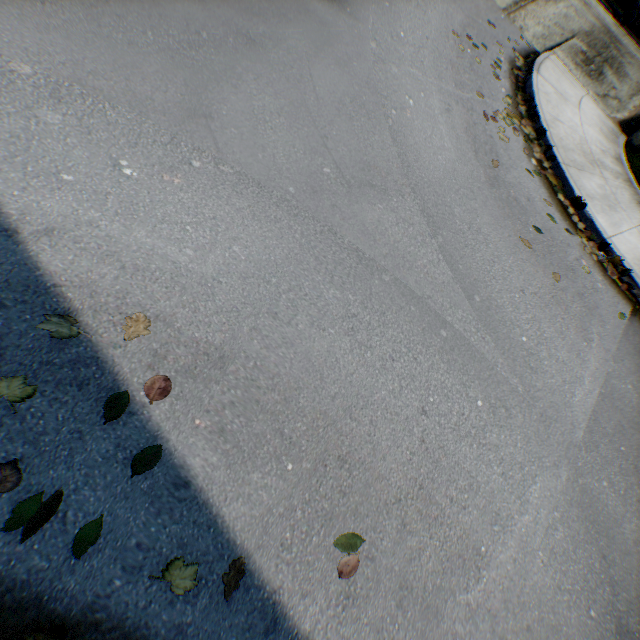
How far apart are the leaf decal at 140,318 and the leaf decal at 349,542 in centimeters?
199cm

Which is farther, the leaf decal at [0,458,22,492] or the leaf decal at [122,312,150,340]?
the leaf decal at [122,312,150,340]

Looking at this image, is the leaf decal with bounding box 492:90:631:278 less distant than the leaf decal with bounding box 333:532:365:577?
No

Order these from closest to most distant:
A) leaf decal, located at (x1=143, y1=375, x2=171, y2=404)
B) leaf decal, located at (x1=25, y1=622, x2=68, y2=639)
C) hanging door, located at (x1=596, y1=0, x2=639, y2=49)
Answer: leaf decal, located at (x1=25, y1=622, x2=68, y2=639), leaf decal, located at (x1=143, y1=375, x2=171, y2=404), hanging door, located at (x1=596, y1=0, x2=639, y2=49)

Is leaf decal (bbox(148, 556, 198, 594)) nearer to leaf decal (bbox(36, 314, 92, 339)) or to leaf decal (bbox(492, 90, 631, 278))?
leaf decal (bbox(36, 314, 92, 339))

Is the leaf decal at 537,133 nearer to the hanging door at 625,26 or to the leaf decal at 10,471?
the leaf decal at 10,471

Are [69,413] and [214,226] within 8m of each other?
yes

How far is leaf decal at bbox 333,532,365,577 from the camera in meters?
2.2 m
